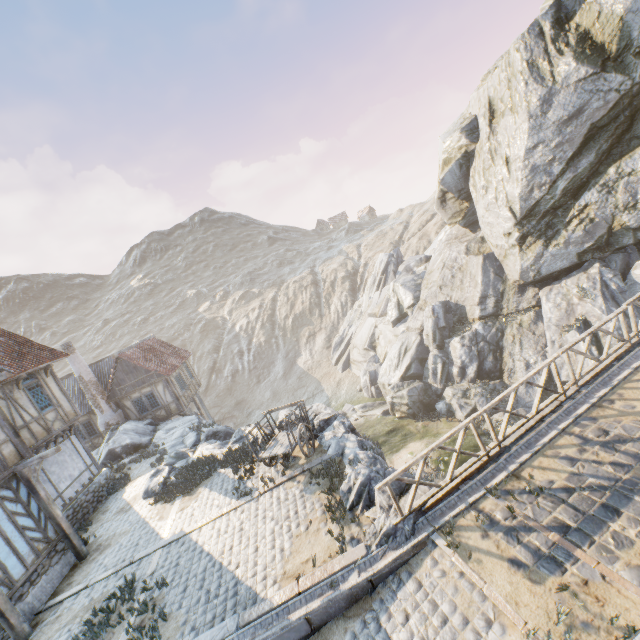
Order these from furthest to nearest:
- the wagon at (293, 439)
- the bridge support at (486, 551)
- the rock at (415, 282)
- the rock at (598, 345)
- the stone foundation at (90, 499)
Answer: the rock at (598, 345) → the rock at (415, 282) → the stone foundation at (90, 499) → the wagon at (293, 439) → the bridge support at (486, 551)

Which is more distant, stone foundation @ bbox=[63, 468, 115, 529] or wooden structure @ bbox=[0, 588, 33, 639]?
stone foundation @ bbox=[63, 468, 115, 529]

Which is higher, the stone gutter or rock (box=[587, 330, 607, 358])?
the stone gutter

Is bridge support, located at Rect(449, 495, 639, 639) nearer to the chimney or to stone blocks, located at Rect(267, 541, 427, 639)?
stone blocks, located at Rect(267, 541, 427, 639)

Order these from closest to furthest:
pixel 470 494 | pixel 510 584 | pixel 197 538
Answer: pixel 510 584, pixel 470 494, pixel 197 538

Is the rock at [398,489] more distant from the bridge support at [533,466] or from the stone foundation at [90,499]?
the stone foundation at [90,499]

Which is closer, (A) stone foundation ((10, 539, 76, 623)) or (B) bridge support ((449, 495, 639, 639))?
(B) bridge support ((449, 495, 639, 639))

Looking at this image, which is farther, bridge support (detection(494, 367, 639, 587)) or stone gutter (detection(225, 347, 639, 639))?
stone gutter (detection(225, 347, 639, 639))
